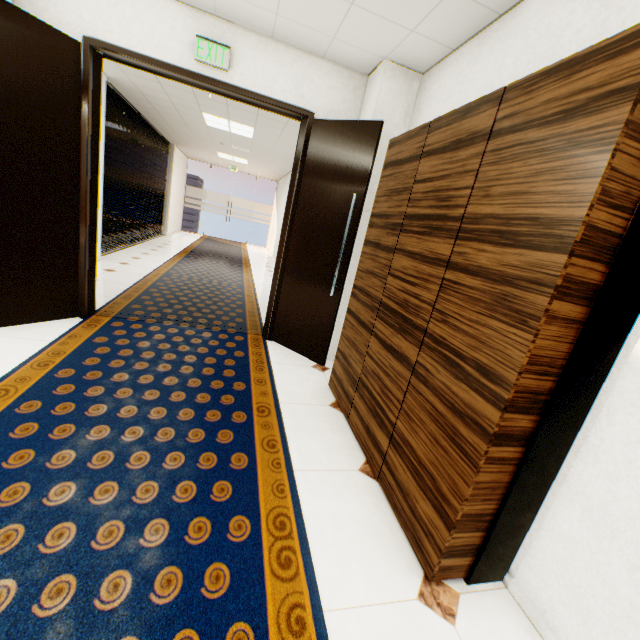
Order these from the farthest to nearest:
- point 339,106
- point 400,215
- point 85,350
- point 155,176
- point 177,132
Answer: point 155,176 < point 177,132 < point 339,106 < point 85,350 < point 400,215

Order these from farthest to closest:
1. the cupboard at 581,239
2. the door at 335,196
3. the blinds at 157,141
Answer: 1. the blinds at 157,141
2. the door at 335,196
3. the cupboard at 581,239

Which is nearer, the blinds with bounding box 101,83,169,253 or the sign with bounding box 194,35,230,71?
the sign with bounding box 194,35,230,71

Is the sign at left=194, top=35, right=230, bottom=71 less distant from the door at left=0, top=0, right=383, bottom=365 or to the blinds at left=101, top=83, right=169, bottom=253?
the door at left=0, top=0, right=383, bottom=365

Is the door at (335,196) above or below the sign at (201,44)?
below

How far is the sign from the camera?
2.86m

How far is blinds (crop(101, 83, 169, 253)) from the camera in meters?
6.1

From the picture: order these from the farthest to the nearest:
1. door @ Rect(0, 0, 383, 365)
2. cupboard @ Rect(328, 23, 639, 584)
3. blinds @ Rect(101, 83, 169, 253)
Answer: blinds @ Rect(101, 83, 169, 253) < door @ Rect(0, 0, 383, 365) < cupboard @ Rect(328, 23, 639, 584)
